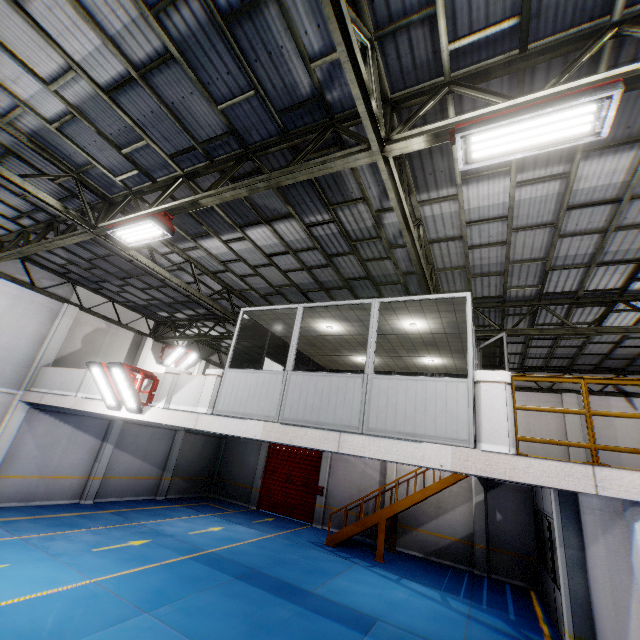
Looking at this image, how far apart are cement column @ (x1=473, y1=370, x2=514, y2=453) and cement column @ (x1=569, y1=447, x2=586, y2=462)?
11.8 meters

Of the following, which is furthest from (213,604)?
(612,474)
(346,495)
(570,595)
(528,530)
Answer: (528,530)

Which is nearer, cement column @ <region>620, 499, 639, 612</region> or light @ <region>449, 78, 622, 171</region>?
light @ <region>449, 78, 622, 171</region>

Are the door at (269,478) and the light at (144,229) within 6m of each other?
no

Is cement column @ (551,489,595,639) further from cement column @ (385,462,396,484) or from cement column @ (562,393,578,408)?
cement column @ (385,462,396,484)

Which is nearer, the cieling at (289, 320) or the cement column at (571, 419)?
the cieling at (289, 320)

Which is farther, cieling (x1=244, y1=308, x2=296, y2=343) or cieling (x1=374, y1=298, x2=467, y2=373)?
cieling (x1=244, y1=308, x2=296, y2=343)

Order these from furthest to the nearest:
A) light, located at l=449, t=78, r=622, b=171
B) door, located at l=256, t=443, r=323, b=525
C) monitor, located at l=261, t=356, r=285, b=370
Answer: door, located at l=256, t=443, r=323, b=525 < monitor, located at l=261, t=356, r=285, b=370 < light, located at l=449, t=78, r=622, b=171
